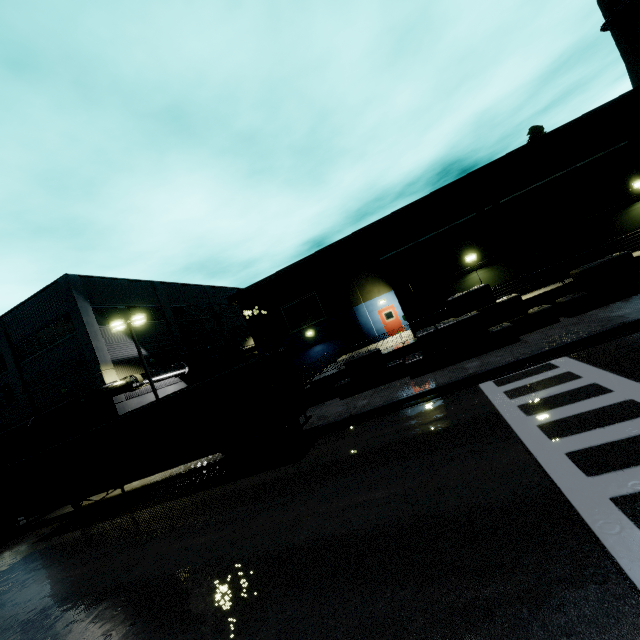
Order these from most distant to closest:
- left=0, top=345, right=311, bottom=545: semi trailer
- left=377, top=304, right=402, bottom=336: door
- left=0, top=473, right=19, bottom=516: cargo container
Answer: left=377, top=304, right=402, bottom=336: door → left=0, top=473, right=19, bottom=516: cargo container → left=0, top=345, right=311, bottom=545: semi trailer

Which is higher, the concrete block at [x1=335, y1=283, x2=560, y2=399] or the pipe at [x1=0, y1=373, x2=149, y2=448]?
the pipe at [x1=0, y1=373, x2=149, y2=448]

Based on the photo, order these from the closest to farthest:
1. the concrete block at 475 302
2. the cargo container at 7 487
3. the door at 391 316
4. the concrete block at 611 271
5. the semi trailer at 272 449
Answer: the semi trailer at 272 449
the concrete block at 611 271
the concrete block at 475 302
the cargo container at 7 487
the door at 391 316

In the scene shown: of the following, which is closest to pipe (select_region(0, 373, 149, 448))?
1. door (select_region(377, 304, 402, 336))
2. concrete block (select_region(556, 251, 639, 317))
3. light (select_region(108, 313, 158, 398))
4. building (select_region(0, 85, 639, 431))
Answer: building (select_region(0, 85, 639, 431))

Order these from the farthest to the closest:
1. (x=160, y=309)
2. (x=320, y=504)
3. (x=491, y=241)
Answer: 1. (x=160, y=309)
2. (x=491, y=241)
3. (x=320, y=504)

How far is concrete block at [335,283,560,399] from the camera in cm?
1435

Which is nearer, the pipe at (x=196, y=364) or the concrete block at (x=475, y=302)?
the concrete block at (x=475, y=302)

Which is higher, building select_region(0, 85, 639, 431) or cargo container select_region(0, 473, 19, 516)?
building select_region(0, 85, 639, 431)
